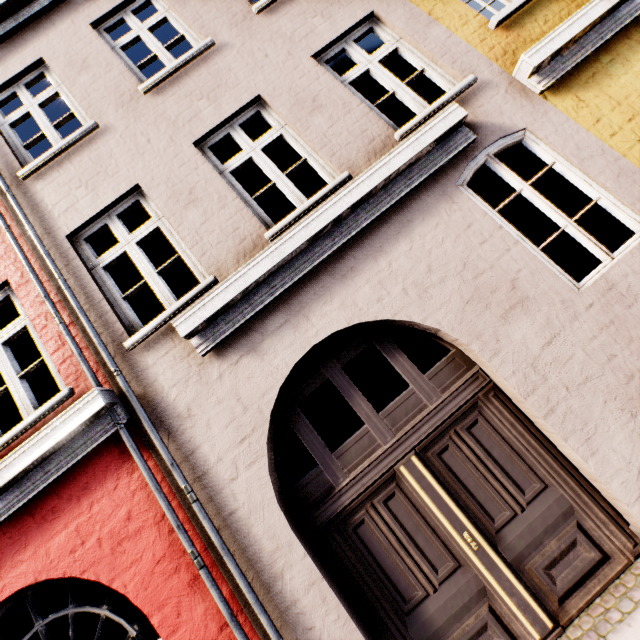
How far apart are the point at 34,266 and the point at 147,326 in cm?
184
